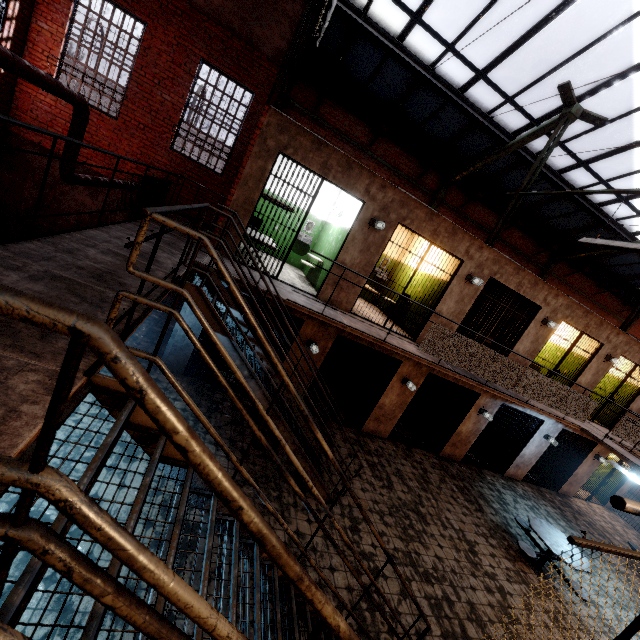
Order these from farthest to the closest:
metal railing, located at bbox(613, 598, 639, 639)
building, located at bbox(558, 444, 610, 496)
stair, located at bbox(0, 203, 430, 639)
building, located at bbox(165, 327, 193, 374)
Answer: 1. building, located at bbox(558, 444, 610, 496)
2. building, located at bbox(165, 327, 193, 374)
3. metal railing, located at bbox(613, 598, 639, 639)
4. stair, located at bbox(0, 203, 430, 639)

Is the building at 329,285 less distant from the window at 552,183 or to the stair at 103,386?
the window at 552,183

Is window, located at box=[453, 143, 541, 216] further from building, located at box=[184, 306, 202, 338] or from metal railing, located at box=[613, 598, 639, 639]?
building, located at box=[184, 306, 202, 338]

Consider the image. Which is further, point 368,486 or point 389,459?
point 389,459

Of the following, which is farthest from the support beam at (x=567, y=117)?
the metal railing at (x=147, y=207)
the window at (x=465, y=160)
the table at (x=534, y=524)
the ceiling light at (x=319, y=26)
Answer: the table at (x=534, y=524)

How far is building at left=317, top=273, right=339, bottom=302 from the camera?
7.46m

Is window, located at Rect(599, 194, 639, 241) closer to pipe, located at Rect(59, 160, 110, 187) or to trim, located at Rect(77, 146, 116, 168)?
trim, located at Rect(77, 146, 116, 168)

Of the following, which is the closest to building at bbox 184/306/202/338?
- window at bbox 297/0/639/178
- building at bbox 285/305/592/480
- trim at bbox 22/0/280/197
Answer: building at bbox 285/305/592/480
